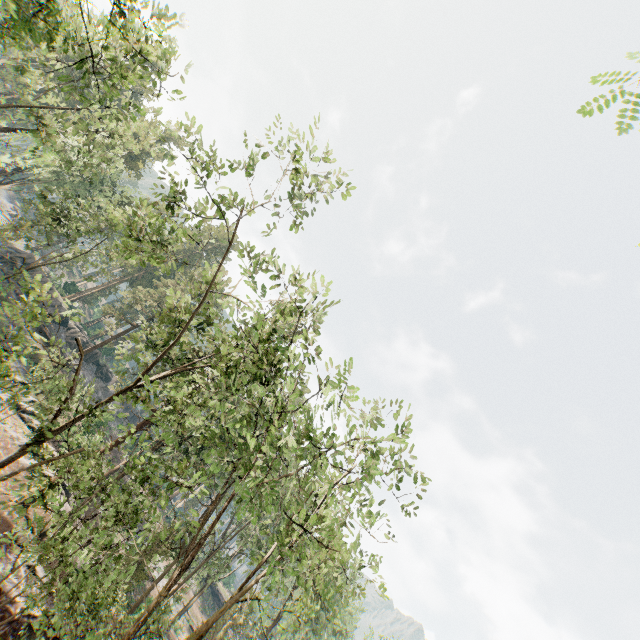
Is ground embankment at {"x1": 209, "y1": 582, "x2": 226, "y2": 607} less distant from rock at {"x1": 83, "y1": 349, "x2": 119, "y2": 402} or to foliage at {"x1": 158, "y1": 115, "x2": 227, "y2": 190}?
foliage at {"x1": 158, "y1": 115, "x2": 227, "y2": 190}

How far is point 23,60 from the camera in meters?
22.3

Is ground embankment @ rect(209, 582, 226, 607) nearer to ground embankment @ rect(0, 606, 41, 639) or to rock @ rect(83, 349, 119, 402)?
rock @ rect(83, 349, 119, 402)

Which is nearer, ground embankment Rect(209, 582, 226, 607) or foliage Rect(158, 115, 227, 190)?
foliage Rect(158, 115, 227, 190)

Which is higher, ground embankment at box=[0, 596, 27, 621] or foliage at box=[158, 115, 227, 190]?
foliage at box=[158, 115, 227, 190]

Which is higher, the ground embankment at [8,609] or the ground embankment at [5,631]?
the ground embankment at [8,609]

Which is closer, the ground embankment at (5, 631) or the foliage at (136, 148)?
the foliage at (136, 148)

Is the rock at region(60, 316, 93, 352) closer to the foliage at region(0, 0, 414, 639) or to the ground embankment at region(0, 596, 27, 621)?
the foliage at region(0, 0, 414, 639)
